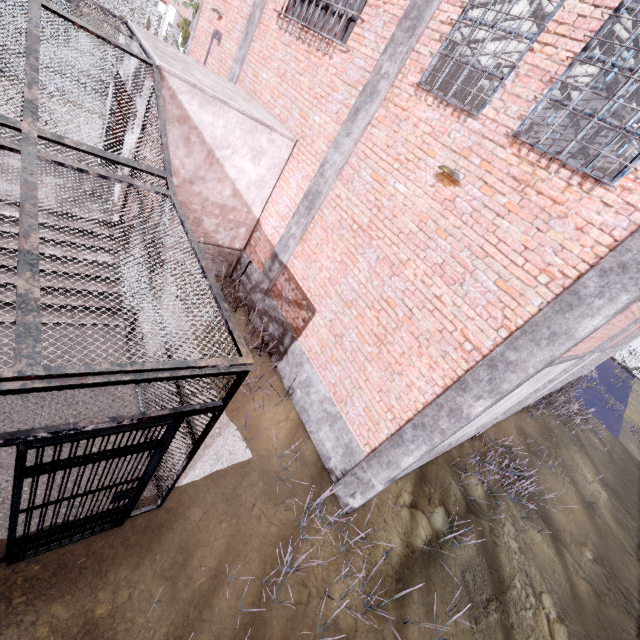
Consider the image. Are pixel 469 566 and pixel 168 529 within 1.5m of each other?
no

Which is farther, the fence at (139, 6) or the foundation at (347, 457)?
the fence at (139, 6)

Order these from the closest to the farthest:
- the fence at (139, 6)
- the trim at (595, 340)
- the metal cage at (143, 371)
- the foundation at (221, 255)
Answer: the metal cage at (143, 371) < the trim at (595, 340) < the foundation at (221, 255) < the fence at (139, 6)

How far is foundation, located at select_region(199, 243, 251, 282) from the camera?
8.4 meters

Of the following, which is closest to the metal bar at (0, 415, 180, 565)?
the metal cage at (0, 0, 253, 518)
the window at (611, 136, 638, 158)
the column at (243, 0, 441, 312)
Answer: the metal cage at (0, 0, 253, 518)

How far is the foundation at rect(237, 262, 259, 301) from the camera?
8.4m

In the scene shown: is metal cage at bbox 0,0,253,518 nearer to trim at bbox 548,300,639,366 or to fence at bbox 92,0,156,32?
trim at bbox 548,300,639,366

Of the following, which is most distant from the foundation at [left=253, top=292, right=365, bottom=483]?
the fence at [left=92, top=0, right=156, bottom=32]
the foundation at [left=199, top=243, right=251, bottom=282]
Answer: the fence at [left=92, top=0, right=156, bottom=32]
